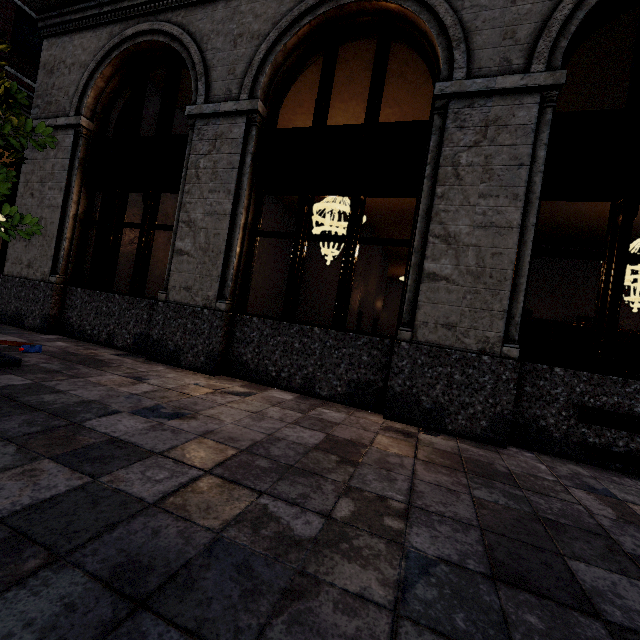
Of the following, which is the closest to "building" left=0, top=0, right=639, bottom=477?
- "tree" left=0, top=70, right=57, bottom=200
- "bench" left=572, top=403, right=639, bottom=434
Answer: "bench" left=572, top=403, right=639, bottom=434

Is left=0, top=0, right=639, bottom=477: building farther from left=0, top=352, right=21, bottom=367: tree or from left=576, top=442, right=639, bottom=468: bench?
left=0, top=352, right=21, bottom=367: tree

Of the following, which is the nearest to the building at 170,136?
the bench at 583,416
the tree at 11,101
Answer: the bench at 583,416

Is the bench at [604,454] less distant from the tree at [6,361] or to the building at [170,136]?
the building at [170,136]

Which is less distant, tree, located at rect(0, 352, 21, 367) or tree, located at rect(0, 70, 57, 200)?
tree, located at rect(0, 70, 57, 200)

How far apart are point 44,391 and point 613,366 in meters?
20.1
